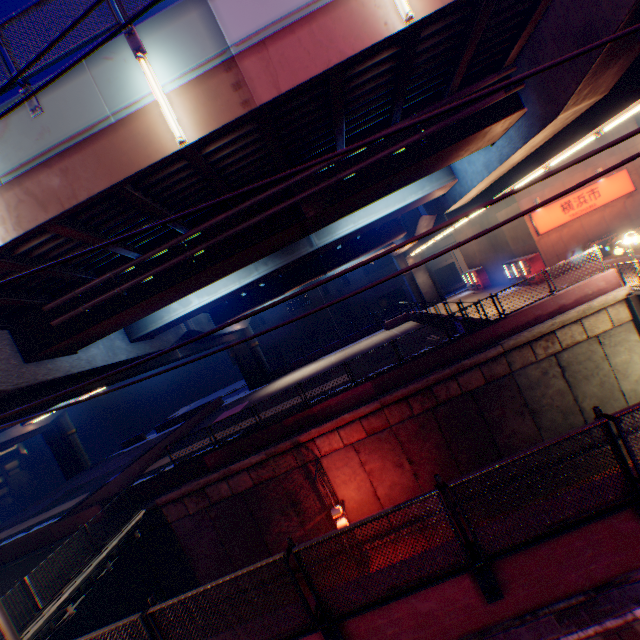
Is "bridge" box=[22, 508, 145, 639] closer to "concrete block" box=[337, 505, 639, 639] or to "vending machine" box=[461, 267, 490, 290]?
"concrete block" box=[337, 505, 639, 639]

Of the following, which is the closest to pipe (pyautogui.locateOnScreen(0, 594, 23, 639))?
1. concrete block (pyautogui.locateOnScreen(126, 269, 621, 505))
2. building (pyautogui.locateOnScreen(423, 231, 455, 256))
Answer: concrete block (pyautogui.locateOnScreen(126, 269, 621, 505))

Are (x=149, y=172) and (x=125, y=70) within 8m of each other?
yes

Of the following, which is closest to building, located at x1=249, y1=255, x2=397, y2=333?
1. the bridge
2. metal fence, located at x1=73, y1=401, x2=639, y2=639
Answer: metal fence, located at x1=73, y1=401, x2=639, y2=639

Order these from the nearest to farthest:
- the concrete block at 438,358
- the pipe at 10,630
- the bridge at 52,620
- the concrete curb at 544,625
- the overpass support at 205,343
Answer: the concrete curb at 544,625, the pipe at 10,630, the bridge at 52,620, the overpass support at 205,343, the concrete block at 438,358

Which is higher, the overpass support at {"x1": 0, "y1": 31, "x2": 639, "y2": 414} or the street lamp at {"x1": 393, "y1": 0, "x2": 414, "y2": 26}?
the street lamp at {"x1": 393, "y1": 0, "x2": 414, "y2": 26}

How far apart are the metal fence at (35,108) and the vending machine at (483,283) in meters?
31.8

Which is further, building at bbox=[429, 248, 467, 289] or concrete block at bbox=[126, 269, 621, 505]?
building at bbox=[429, 248, 467, 289]
